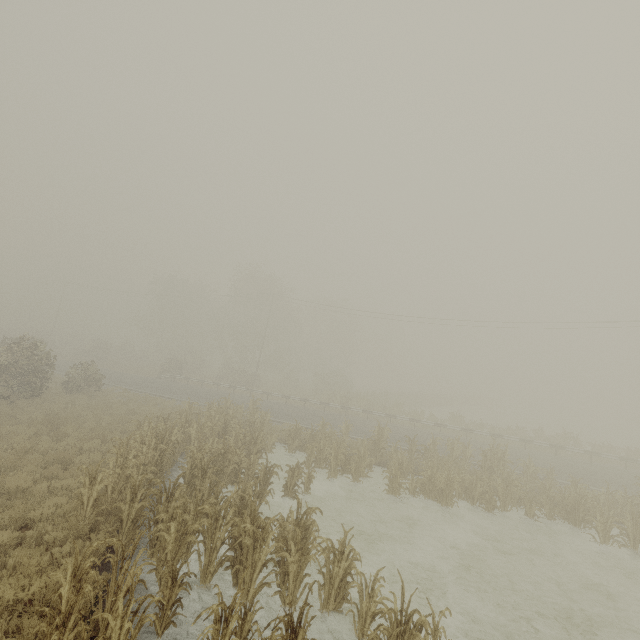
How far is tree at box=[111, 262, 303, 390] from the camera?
44.66m

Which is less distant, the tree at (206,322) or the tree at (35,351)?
the tree at (35,351)

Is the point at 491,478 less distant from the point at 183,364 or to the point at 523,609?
the point at 523,609

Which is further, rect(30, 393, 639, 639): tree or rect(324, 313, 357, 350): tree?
rect(324, 313, 357, 350): tree

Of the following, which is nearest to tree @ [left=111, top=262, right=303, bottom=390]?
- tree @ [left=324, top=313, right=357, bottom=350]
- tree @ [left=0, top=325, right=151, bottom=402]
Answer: tree @ [left=324, top=313, right=357, bottom=350]

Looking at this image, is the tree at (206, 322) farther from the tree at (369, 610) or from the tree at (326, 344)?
the tree at (369, 610)

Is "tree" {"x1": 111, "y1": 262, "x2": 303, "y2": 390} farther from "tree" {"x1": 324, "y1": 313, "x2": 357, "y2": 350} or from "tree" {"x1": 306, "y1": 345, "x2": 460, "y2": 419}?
"tree" {"x1": 306, "y1": 345, "x2": 460, "y2": 419}

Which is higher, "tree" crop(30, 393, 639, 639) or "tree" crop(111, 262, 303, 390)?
"tree" crop(111, 262, 303, 390)
